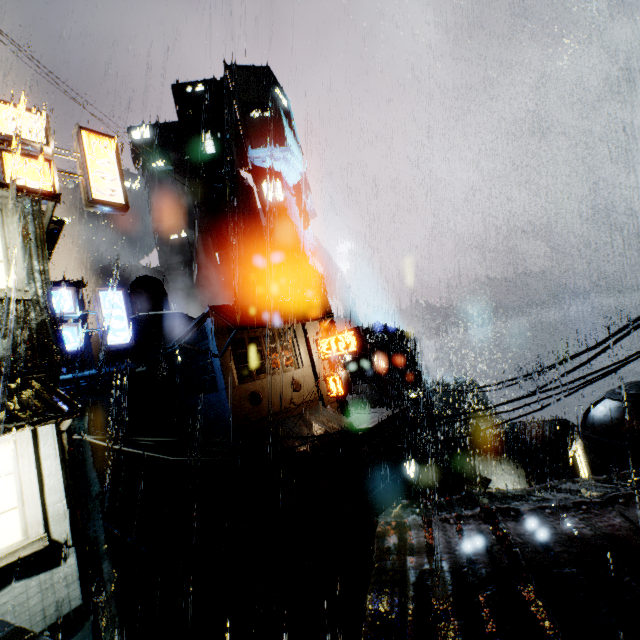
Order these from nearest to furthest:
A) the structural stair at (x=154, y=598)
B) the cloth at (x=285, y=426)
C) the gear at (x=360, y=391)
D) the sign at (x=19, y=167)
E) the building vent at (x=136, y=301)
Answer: the sign at (x=19, y=167), the structural stair at (x=154, y=598), the cloth at (x=285, y=426), the building vent at (x=136, y=301), the gear at (x=360, y=391)

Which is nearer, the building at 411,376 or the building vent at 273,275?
the building at 411,376

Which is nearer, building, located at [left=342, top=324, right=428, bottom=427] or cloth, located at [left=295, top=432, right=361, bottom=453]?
cloth, located at [left=295, top=432, right=361, bottom=453]

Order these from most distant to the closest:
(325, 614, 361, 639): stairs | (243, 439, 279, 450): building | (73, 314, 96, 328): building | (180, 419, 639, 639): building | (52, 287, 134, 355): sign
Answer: (73, 314, 96, 328): building < (243, 439, 279, 450): building < (325, 614, 361, 639): stairs < (52, 287, 134, 355): sign < (180, 419, 639, 639): building

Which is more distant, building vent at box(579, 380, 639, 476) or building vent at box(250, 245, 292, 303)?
building vent at box(250, 245, 292, 303)

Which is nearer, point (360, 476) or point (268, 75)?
point (360, 476)

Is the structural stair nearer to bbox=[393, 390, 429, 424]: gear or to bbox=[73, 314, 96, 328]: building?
bbox=[73, 314, 96, 328]: building
